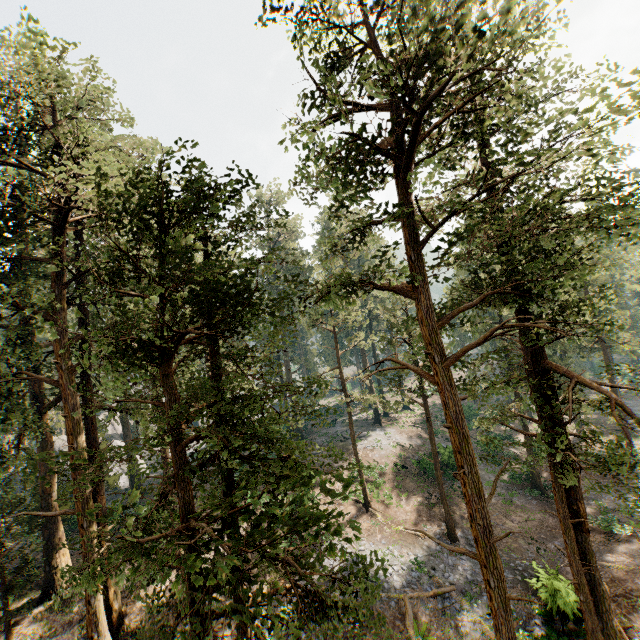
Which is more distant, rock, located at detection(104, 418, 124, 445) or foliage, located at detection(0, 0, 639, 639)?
rock, located at detection(104, 418, 124, 445)

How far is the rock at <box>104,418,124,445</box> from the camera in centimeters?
4569cm

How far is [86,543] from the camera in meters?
9.1 m

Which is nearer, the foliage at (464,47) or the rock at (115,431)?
the foliage at (464,47)

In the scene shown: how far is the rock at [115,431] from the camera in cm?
4569
